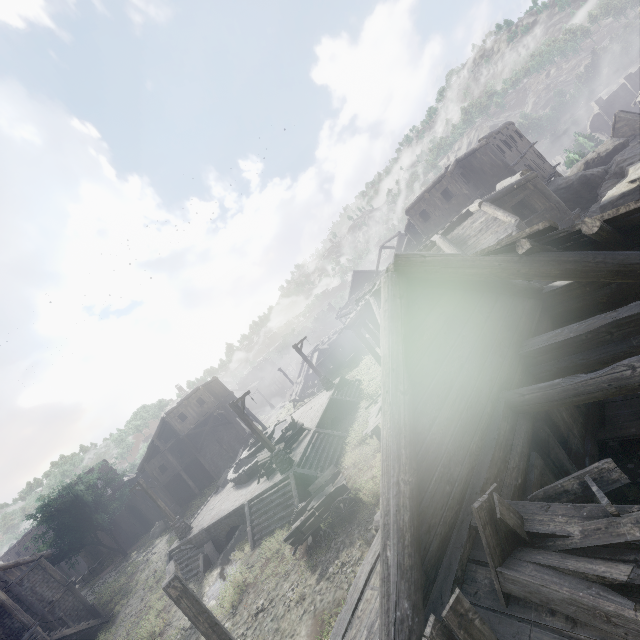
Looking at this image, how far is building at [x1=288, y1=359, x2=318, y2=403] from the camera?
40.5 meters

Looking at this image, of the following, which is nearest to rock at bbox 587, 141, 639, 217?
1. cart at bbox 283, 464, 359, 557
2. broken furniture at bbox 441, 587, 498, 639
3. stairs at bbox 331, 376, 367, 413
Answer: stairs at bbox 331, 376, 367, 413

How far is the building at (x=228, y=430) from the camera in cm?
3497

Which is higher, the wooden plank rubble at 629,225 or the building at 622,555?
the wooden plank rubble at 629,225

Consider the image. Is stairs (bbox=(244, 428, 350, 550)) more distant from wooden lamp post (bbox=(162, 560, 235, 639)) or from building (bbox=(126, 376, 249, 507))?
wooden lamp post (bbox=(162, 560, 235, 639))

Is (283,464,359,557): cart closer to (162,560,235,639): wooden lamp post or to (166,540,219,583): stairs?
(162,560,235,639): wooden lamp post

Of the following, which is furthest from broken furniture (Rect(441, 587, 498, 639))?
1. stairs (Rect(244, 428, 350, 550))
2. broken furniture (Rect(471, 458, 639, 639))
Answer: A: stairs (Rect(244, 428, 350, 550))

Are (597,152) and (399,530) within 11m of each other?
no
